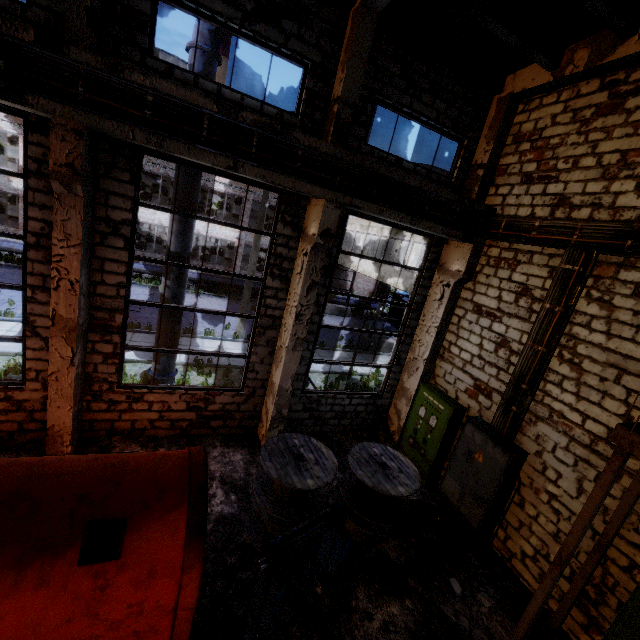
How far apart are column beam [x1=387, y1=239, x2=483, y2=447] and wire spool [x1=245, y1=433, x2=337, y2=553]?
3.82m

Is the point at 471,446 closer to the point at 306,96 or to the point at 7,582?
the point at 7,582

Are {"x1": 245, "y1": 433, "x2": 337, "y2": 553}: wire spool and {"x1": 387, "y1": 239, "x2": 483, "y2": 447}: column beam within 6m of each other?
yes

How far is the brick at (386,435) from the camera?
10.04m

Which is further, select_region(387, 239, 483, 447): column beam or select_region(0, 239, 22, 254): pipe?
select_region(0, 239, 22, 254): pipe

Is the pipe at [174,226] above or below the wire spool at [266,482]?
above

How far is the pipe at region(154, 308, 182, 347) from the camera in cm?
812

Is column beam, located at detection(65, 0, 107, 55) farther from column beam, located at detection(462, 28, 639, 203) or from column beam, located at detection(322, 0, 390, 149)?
column beam, located at detection(462, 28, 639, 203)
